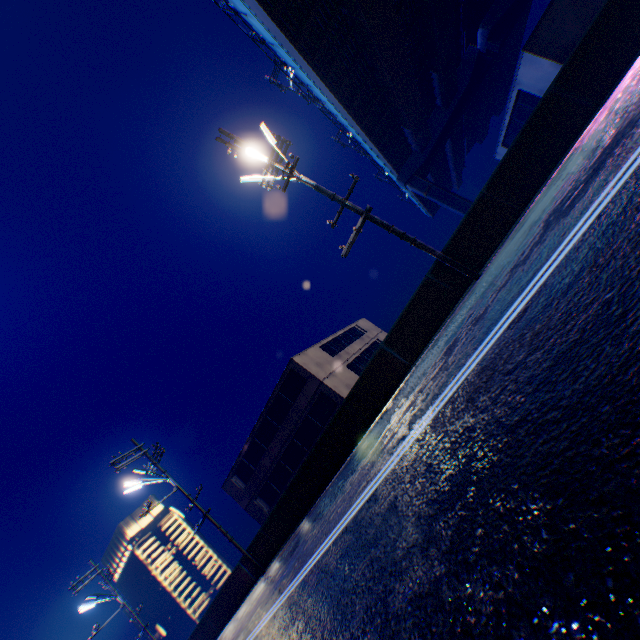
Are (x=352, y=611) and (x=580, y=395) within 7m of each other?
yes

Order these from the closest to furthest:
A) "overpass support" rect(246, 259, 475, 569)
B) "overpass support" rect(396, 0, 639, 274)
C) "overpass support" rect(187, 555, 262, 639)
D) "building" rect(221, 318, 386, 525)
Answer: "overpass support" rect(396, 0, 639, 274), "overpass support" rect(246, 259, 475, 569), "overpass support" rect(187, 555, 262, 639), "building" rect(221, 318, 386, 525)

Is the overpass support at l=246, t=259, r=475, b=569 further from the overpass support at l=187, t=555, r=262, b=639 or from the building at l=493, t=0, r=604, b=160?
the building at l=493, t=0, r=604, b=160

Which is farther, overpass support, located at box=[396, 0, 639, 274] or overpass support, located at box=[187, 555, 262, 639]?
overpass support, located at box=[187, 555, 262, 639]

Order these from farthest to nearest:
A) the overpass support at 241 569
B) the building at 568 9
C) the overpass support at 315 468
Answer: the overpass support at 241 569 → the building at 568 9 → the overpass support at 315 468

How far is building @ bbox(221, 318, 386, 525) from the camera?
25.1m

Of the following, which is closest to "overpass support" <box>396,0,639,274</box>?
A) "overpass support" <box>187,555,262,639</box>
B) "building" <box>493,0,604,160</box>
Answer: "overpass support" <box>187,555,262,639</box>

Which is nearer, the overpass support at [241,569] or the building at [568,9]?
the building at [568,9]
